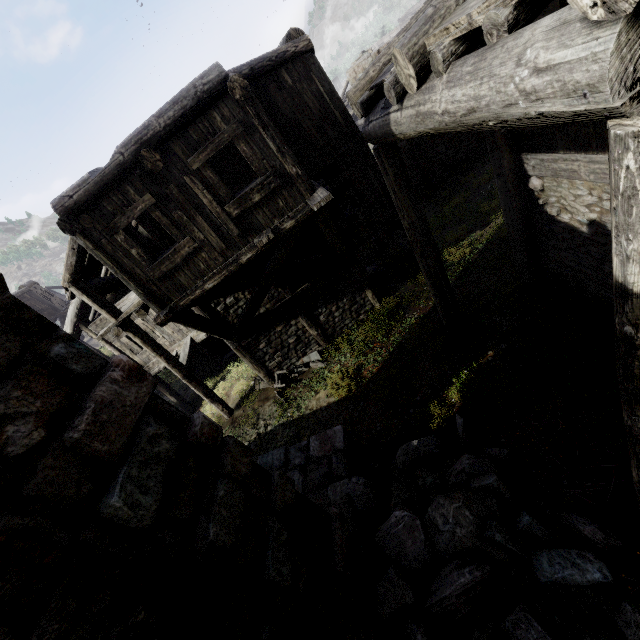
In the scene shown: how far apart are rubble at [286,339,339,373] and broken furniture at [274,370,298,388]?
0.0 meters

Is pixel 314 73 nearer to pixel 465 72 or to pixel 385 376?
pixel 465 72

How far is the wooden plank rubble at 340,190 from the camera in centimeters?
1034cm

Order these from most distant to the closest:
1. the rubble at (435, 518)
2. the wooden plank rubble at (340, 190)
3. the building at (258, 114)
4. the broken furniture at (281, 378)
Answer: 1. the broken furniture at (281, 378)
2. the wooden plank rubble at (340, 190)
3. the rubble at (435, 518)
4. the building at (258, 114)

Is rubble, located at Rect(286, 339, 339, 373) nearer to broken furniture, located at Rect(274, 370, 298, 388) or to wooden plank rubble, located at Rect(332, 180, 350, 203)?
broken furniture, located at Rect(274, 370, 298, 388)

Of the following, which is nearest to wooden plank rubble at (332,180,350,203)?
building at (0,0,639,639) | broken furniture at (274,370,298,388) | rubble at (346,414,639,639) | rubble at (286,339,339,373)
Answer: building at (0,0,639,639)

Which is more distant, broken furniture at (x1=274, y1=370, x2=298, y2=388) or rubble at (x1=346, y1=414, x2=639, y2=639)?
broken furniture at (x1=274, y1=370, x2=298, y2=388)

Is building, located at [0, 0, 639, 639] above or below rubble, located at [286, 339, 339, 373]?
above
